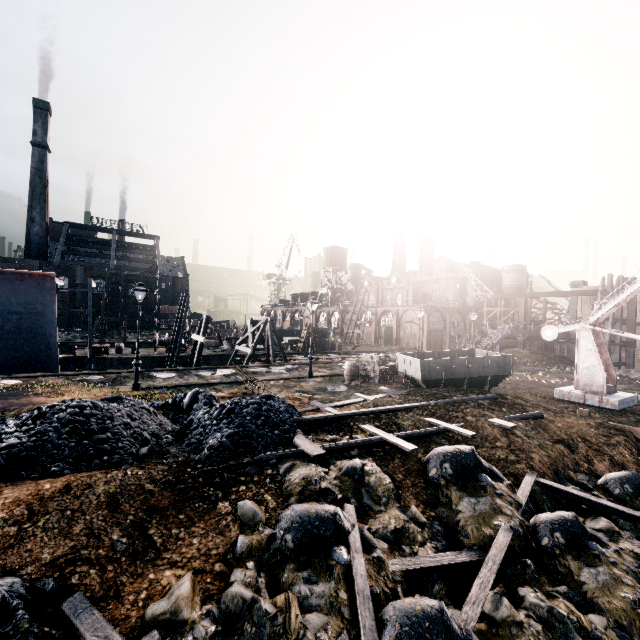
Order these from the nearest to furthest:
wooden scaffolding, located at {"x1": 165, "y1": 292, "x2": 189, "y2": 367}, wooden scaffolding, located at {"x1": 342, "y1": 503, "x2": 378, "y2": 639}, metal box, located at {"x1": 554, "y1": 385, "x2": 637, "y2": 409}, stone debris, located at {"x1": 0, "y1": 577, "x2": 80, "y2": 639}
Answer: stone debris, located at {"x1": 0, "y1": 577, "x2": 80, "y2": 639}, wooden scaffolding, located at {"x1": 342, "y1": 503, "x2": 378, "y2": 639}, metal box, located at {"x1": 554, "y1": 385, "x2": 637, "y2": 409}, wooden scaffolding, located at {"x1": 165, "y1": 292, "x2": 189, "y2": 367}

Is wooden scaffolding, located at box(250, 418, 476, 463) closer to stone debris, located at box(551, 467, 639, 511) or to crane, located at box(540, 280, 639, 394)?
stone debris, located at box(551, 467, 639, 511)

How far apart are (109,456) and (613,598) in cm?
1234

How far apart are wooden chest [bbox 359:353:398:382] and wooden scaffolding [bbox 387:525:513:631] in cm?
1361

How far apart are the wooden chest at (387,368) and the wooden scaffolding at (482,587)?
13.61m

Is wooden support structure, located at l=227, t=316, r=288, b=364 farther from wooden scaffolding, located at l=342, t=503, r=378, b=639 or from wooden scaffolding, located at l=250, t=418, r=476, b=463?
wooden scaffolding, located at l=342, t=503, r=378, b=639

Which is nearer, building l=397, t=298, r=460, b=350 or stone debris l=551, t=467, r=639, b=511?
stone debris l=551, t=467, r=639, b=511

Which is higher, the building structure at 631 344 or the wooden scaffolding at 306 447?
the building structure at 631 344
